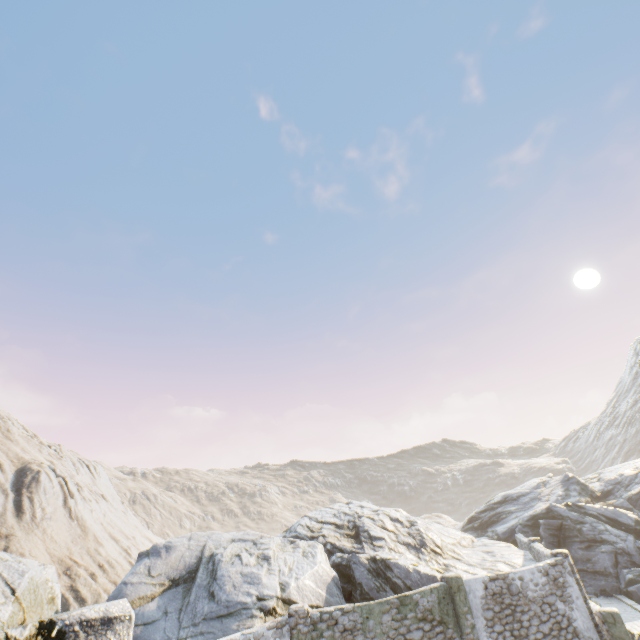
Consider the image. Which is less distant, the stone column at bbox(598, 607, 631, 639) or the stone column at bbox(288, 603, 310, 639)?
the stone column at bbox(288, 603, 310, 639)

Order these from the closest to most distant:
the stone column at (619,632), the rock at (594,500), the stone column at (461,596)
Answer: the rock at (594,500) → the stone column at (461,596) → the stone column at (619,632)

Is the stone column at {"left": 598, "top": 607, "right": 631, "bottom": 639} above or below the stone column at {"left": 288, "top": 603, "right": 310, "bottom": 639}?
below

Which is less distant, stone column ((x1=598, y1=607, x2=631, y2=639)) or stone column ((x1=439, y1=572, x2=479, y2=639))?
stone column ((x1=439, y1=572, x2=479, y2=639))

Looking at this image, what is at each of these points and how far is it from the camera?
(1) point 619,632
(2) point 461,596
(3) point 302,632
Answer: (1) stone column, 12.8m
(2) stone column, 12.4m
(3) stone column, 10.8m

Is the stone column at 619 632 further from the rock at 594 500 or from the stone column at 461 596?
the stone column at 461 596

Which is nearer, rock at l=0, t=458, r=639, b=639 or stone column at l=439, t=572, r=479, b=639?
rock at l=0, t=458, r=639, b=639

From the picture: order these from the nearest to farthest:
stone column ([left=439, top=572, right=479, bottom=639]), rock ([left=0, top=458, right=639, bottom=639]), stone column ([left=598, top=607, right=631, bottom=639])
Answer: rock ([left=0, top=458, right=639, bottom=639]), stone column ([left=439, top=572, right=479, bottom=639]), stone column ([left=598, top=607, right=631, bottom=639])
